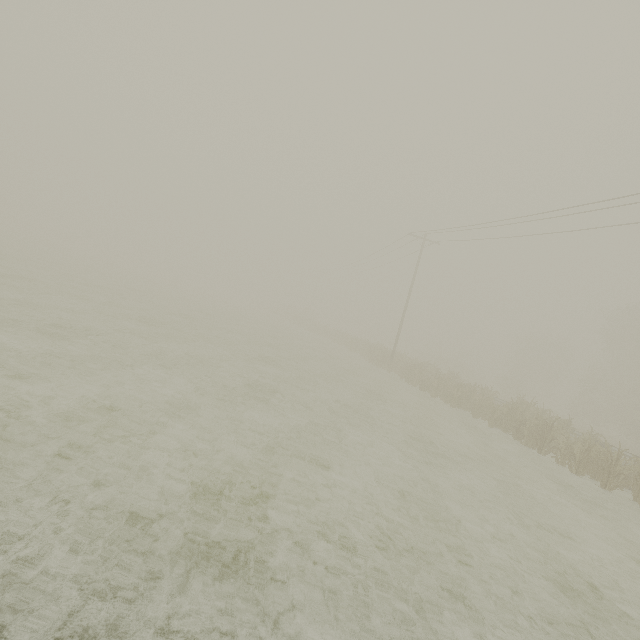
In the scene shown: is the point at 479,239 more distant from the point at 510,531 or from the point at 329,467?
the point at 329,467
